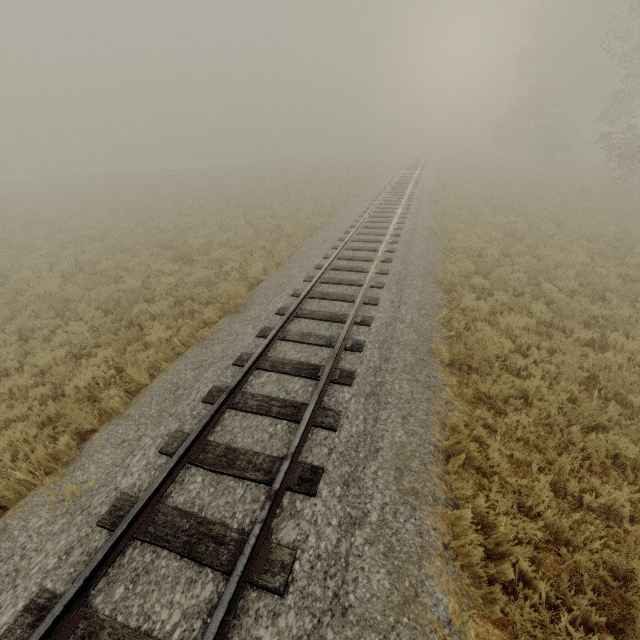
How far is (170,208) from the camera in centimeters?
2241cm
